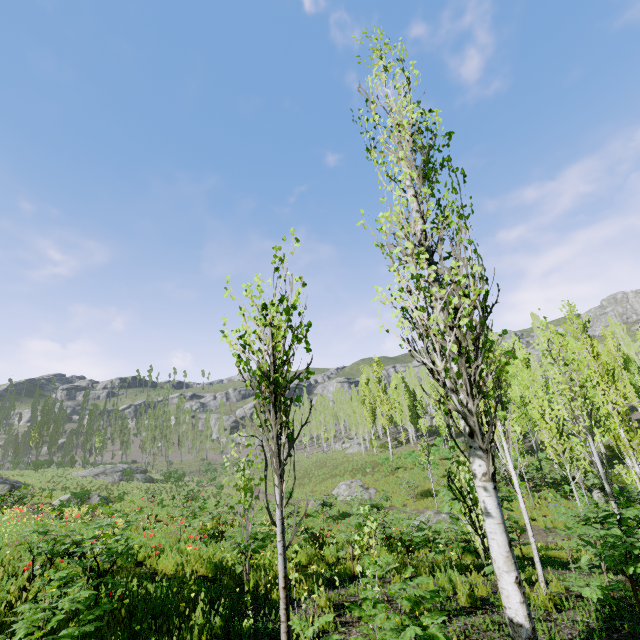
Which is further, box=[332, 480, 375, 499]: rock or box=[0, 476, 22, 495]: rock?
box=[332, 480, 375, 499]: rock

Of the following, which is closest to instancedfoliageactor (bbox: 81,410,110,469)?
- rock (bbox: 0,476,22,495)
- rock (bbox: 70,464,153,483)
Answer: rock (bbox: 70,464,153,483)

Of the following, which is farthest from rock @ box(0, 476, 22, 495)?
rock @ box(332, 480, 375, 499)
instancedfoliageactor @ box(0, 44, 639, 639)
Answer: rock @ box(332, 480, 375, 499)

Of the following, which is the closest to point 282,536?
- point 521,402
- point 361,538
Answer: point 361,538

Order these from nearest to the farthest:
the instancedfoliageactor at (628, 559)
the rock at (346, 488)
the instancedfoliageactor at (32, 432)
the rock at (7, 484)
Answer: the instancedfoliageactor at (628, 559), the rock at (7, 484), the rock at (346, 488), the instancedfoliageactor at (32, 432)

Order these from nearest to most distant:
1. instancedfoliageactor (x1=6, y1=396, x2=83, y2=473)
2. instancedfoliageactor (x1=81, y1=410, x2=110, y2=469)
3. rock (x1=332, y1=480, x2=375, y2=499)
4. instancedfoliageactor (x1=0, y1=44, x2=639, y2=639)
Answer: instancedfoliageactor (x1=0, y1=44, x2=639, y2=639) → rock (x1=332, y1=480, x2=375, y2=499) → instancedfoliageactor (x1=6, y1=396, x2=83, y2=473) → instancedfoliageactor (x1=81, y1=410, x2=110, y2=469)

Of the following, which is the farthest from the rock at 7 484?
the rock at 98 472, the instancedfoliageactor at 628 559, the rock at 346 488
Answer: the rock at 346 488
